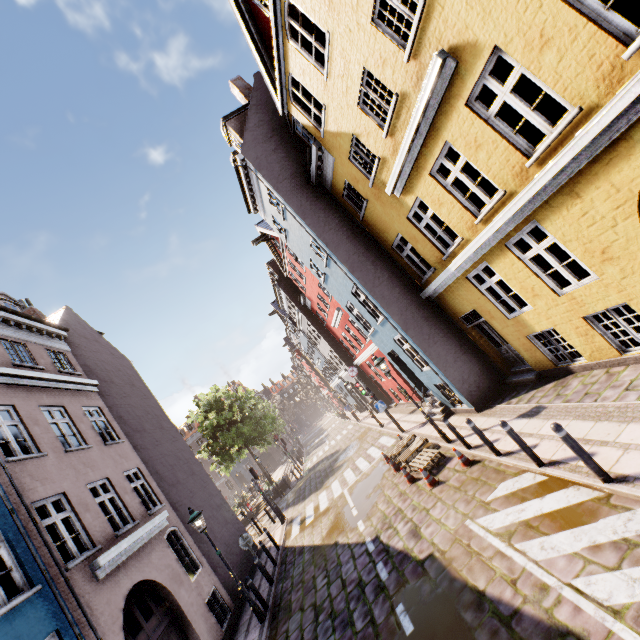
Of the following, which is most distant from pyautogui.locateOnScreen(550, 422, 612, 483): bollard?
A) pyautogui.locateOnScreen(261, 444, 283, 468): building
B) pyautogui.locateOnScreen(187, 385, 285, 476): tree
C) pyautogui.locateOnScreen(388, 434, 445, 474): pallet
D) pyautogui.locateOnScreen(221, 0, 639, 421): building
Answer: pyautogui.locateOnScreen(261, 444, 283, 468): building

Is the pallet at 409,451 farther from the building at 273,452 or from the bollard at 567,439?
the building at 273,452

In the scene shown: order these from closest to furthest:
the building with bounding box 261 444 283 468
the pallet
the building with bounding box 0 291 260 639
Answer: the building with bounding box 0 291 260 639 < the pallet < the building with bounding box 261 444 283 468

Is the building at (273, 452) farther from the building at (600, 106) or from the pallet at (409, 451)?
the pallet at (409, 451)

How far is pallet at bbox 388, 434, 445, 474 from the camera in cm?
1019

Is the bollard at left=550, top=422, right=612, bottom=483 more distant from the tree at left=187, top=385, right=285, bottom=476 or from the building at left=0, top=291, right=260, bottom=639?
the tree at left=187, top=385, right=285, bottom=476

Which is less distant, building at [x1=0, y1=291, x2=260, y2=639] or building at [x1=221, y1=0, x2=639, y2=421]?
building at [x1=221, y1=0, x2=639, y2=421]

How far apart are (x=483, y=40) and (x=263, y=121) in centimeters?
1097cm
